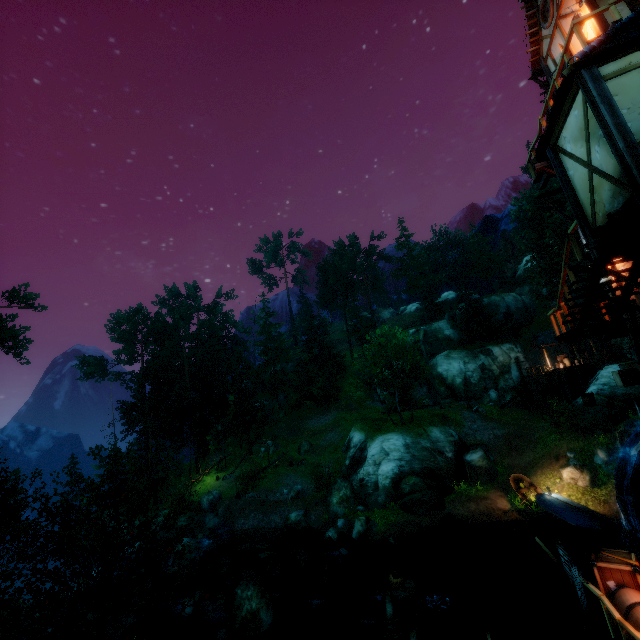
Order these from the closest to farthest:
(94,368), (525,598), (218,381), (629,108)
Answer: (629,108) → (525,598) → (94,368) → (218,381)

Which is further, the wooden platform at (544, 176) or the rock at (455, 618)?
the rock at (455, 618)

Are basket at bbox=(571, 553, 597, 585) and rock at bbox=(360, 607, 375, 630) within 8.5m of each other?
no

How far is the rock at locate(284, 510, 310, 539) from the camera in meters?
24.7

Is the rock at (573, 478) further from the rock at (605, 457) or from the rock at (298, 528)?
the rock at (298, 528)

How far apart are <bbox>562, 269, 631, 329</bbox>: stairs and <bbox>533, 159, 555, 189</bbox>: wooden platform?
4.5m

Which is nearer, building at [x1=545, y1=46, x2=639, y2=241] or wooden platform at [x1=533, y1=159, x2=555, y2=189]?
building at [x1=545, y1=46, x2=639, y2=241]

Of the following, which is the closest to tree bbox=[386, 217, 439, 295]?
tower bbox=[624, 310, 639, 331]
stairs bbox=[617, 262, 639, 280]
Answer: tower bbox=[624, 310, 639, 331]
